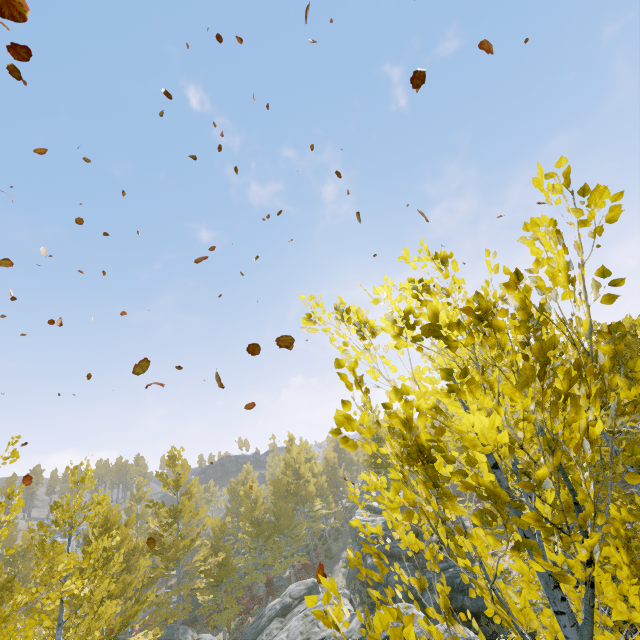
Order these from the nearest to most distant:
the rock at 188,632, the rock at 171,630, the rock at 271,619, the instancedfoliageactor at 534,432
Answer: the instancedfoliageactor at 534,432, the rock at 271,619, the rock at 171,630, the rock at 188,632

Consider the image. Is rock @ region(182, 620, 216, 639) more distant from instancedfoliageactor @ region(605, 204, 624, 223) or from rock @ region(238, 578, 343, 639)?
rock @ region(238, 578, 343, 639)

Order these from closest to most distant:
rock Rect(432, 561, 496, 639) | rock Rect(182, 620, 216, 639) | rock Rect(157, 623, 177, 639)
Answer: rock Rect(432, 561, 496, 639), rock Rect(157, 623, 177, 639), rock Rect(182, 620, 216, 639)

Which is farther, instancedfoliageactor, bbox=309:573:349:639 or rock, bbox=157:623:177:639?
rock, bbox=157:623:177:639

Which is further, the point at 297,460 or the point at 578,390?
the point at 297,460

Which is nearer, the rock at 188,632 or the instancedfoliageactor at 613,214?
the instancedfoliageactor at 613,214
